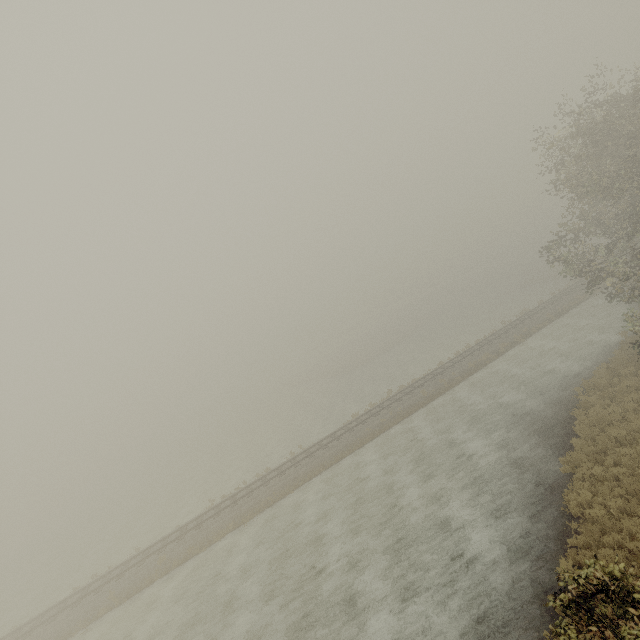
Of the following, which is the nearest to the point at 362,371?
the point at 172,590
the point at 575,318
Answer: the point at 575,318
